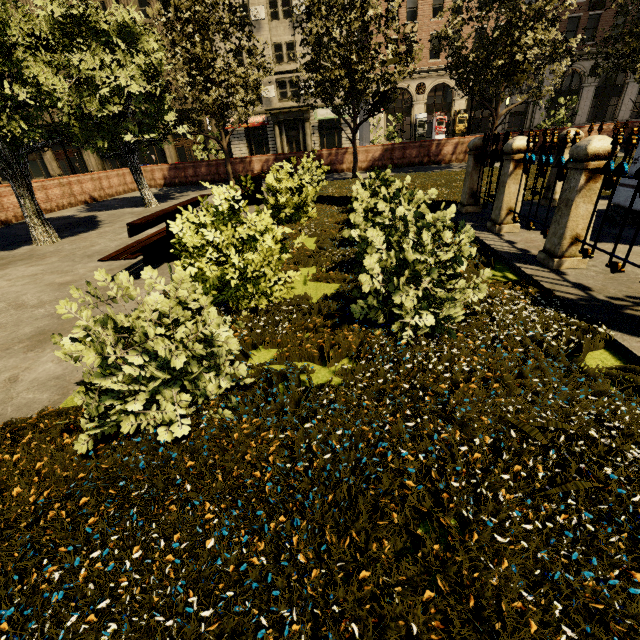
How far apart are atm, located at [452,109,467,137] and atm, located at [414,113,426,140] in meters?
2.8 m

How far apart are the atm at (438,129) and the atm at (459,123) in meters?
0.9

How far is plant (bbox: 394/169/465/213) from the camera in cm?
796

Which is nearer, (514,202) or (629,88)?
(514,202)

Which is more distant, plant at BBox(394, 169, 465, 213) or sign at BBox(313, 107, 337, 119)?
sign at BBox(313, 107, 337, 119)

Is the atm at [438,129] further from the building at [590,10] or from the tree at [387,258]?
the tree at [387,258]

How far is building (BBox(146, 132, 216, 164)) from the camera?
36.09m

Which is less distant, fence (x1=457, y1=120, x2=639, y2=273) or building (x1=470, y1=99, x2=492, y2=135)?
fence (x1=457, y1=120, x2=639, y2=273)
